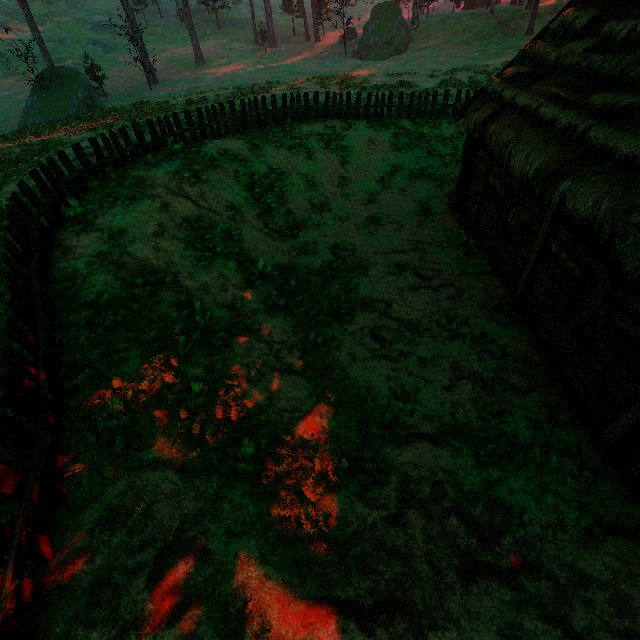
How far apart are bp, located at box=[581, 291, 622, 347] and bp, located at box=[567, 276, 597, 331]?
0.2 meters

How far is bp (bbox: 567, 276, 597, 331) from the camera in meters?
5.9 m

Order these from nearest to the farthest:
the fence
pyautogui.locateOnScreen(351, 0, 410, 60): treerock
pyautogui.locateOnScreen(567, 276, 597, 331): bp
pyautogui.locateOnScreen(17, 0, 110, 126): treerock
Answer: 1. the fence
2. pyautogui.locateOnScreen(567, 276, 597, 331): bp
3. pyautogui.locateOnScreen(17, 0, 110, 126): treerock
4. pyautogui.locateOnScreen(351, 0, 410, 60): treerock

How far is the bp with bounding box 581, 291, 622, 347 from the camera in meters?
5.7 m

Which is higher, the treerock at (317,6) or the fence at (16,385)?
the treerock at (317,6)

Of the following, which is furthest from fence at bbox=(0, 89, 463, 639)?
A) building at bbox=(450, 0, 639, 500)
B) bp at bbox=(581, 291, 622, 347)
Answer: bp at bbox=(581, 291, 622, 347)

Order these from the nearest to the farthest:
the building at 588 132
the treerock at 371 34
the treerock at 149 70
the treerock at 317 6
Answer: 1. the building at 588 132
2. the treerock at 149 70
3. the treerock at 371 34
4. the treerock at 317 6

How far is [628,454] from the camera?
5.4 meters
